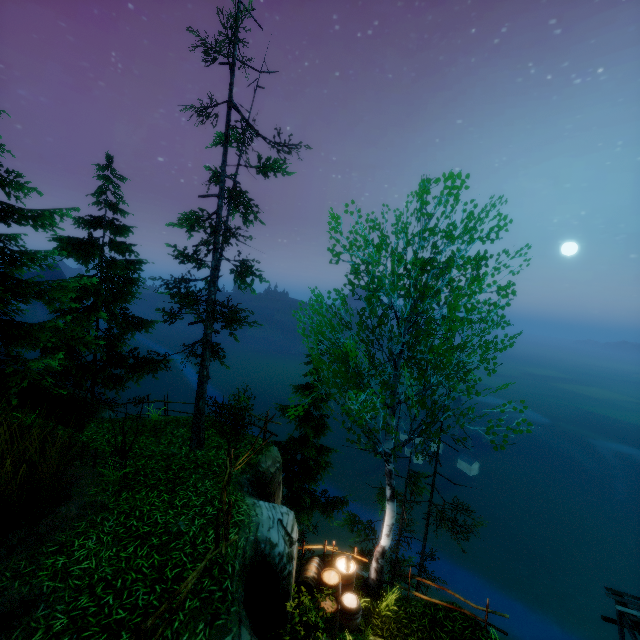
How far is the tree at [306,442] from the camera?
8.3m

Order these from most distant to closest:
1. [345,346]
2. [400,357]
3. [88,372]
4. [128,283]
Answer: [128,283] < [88,372] < [400,357] < [345,346]

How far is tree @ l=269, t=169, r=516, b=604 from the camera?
8.3m
